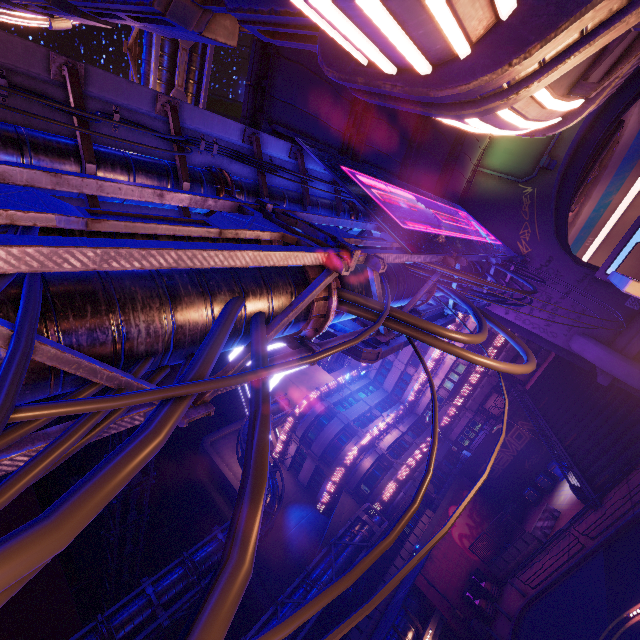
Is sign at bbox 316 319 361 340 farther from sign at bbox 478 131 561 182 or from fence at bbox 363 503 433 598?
fence at bbox 363 503 433 598

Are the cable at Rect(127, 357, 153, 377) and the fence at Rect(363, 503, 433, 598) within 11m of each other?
no

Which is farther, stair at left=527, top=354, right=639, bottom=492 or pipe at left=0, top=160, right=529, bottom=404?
stair at left=527, top=354, right=639, bottom=492

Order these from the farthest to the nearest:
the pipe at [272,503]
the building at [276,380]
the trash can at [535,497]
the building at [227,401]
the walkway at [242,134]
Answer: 1. the building at [227,401]
2. the building at [276,380]
3. the trash can at [535,497]
4. the pipe at [272,503]
5. the walkway at [242,134]

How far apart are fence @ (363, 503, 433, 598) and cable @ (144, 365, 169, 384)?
21.00m

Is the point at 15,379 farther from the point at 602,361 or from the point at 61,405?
the point at 602,361

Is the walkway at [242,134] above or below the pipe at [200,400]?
above

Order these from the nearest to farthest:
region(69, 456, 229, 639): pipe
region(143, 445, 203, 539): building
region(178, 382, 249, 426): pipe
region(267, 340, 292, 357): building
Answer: region(178, 382, 249, 426): pipe → region(69, 456, 229, 639): pipe → region(267, 340, 292, 357): building → region(143, 445, 203, 539): building
